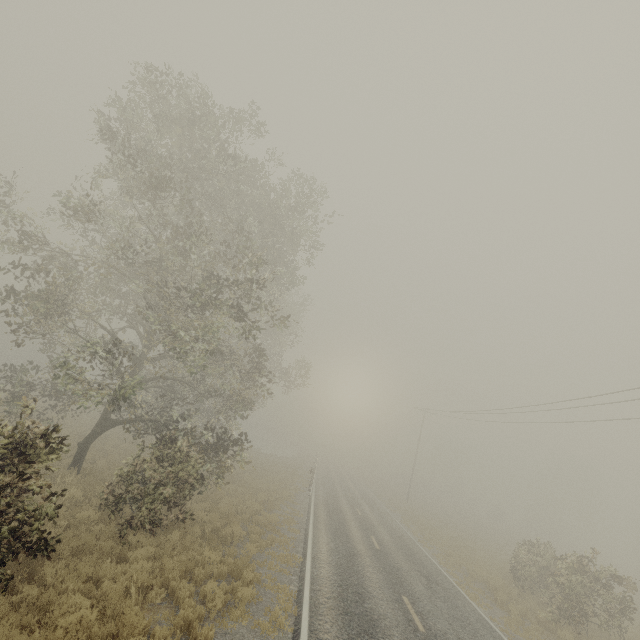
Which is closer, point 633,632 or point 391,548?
point 633,632
